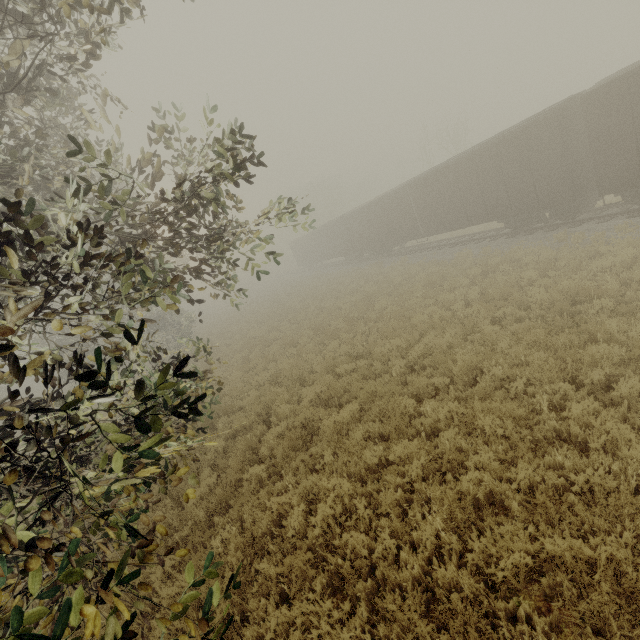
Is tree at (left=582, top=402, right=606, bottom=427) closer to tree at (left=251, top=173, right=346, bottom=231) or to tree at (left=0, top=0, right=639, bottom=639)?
tree at (left=0, top=0, right=639, bottom=639)

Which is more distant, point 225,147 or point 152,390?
point 225,147

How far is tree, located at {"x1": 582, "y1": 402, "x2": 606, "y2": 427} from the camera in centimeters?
479cm

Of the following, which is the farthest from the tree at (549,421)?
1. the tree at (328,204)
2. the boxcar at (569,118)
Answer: the tree at (328,204)

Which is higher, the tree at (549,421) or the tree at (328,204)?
the tree at (328,204)

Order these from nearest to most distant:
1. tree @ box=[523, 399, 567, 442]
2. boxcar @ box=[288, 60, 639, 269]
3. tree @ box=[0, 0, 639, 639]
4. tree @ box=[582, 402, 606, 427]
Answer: tree @ box=[0, 0, 639, 639], tree @ box=[582, 402, 606, 427], tree @ box=[523, 399, 567, 442], boxcar @ box=[288, 60, 639, 269]

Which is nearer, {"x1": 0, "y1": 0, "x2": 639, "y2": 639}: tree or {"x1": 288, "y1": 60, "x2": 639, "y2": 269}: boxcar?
{"x1": 0, "y1": 0, "x2": 639, "y2": 639}: tree

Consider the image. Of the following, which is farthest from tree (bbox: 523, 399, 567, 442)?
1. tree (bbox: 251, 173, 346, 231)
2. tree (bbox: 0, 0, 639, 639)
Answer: tree (bbox: 251, 173, 346, 231)
